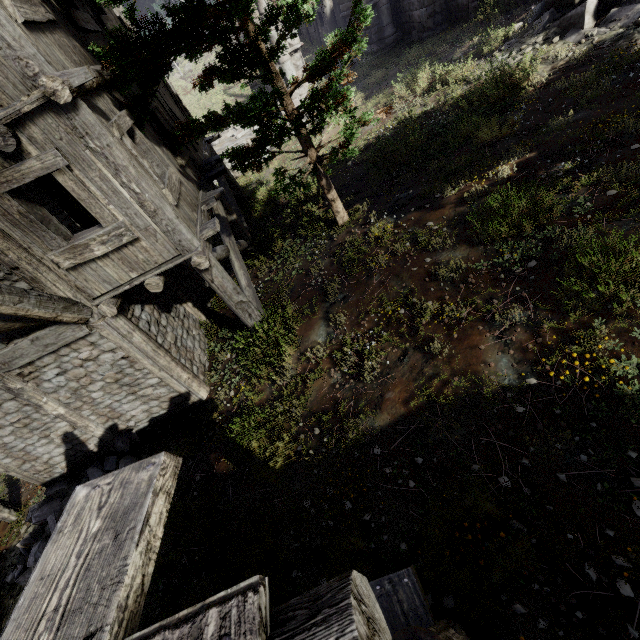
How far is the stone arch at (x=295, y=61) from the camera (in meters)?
15.62

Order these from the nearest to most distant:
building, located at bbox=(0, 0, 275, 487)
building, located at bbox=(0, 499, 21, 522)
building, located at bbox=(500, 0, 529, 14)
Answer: building, located at bbox=(0, 0, 275, 487) → building, located at bbox=(0, 499, 21, 522) → building, located at bbox=(500, 0, 529, 14)

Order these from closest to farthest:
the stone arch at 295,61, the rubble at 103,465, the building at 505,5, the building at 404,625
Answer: the building at 404,625 < the rubble at 103,465 < the building at 505,5 < the stone arch at 295,61

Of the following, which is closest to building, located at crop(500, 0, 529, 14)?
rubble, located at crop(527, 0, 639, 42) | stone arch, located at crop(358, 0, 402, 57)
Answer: stone arch, located at crop(358, 0, 402, 57)

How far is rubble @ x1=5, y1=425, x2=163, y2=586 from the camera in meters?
Result: 7.4 m

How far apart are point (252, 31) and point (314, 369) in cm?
570

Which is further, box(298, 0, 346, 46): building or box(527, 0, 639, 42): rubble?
box(298, 0, 346, 46): building

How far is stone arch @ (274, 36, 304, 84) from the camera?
15.6m
